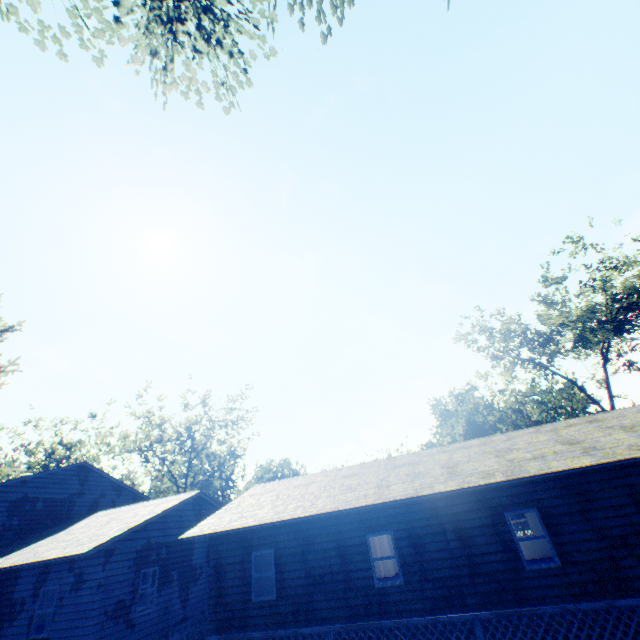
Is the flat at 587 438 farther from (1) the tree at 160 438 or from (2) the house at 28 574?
(1) the tree at 160 438

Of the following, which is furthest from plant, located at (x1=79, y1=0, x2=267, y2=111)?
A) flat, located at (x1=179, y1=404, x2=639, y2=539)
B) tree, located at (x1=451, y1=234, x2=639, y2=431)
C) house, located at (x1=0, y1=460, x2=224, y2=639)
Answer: flat, located at (x1=179, y1=404, x2=639, y2=539)

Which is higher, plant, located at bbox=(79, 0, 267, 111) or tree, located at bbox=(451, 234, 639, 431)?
plant, located at bbox=(79, 0, 267, 111)

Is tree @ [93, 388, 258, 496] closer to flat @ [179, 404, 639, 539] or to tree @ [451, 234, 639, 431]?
flat @ [179, 404, 639, 539]

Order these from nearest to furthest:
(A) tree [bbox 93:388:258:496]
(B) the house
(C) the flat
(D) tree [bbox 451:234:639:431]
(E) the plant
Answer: (C) the flat → (E) the plant → (B) the house → (D) tree [bbox 451:234:639:431] → (A) tree [bbox 93:388:258:496]

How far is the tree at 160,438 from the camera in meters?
39.2

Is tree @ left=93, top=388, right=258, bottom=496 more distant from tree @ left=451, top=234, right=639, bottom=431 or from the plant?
tree @ left=451, top=234, right=639, bottom=431

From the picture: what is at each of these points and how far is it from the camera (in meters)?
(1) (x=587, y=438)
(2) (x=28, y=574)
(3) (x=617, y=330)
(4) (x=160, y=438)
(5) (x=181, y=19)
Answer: (1) flat, 12.30
(2) house, 13.91
(3) tree, 27.06
(4) tree, 39.50
(5) plant, 12.55
